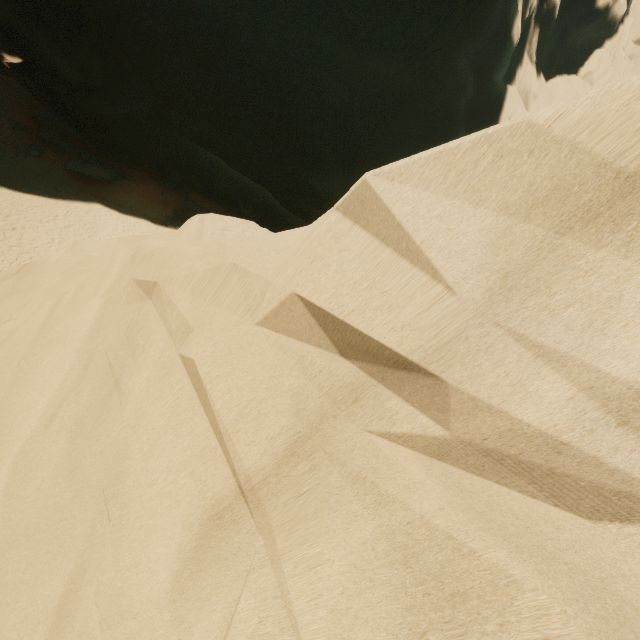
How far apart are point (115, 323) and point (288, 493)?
4.70m
